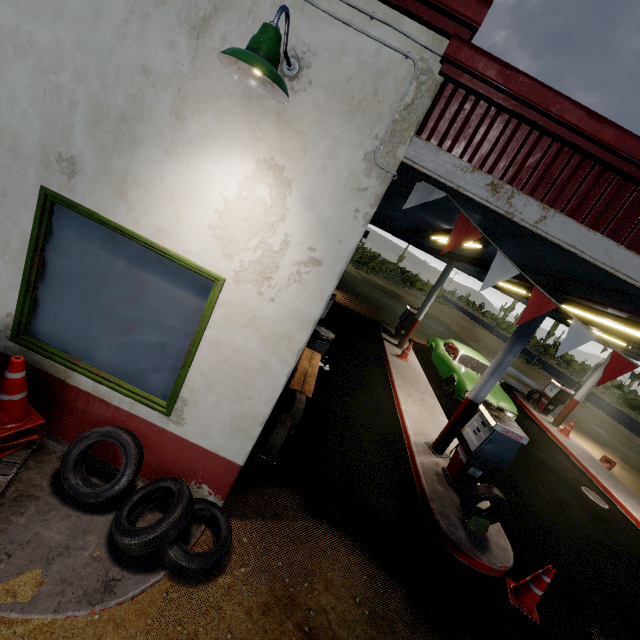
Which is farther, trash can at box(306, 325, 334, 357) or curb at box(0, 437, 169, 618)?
trash can at box(306, 325, 334, 357)

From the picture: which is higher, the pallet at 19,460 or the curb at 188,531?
the pallet at 19,460

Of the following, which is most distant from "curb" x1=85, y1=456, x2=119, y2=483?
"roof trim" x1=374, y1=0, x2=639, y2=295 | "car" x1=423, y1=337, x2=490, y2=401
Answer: "car" x1=423, y1=337, x2=490, y2=401

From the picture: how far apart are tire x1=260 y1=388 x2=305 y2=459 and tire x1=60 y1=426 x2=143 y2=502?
1.0 meters

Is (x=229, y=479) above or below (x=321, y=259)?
below

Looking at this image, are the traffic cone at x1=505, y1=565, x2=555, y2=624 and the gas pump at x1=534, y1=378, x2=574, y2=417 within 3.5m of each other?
no

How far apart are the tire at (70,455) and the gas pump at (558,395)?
14.8 meters

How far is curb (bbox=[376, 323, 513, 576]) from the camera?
4.7m
